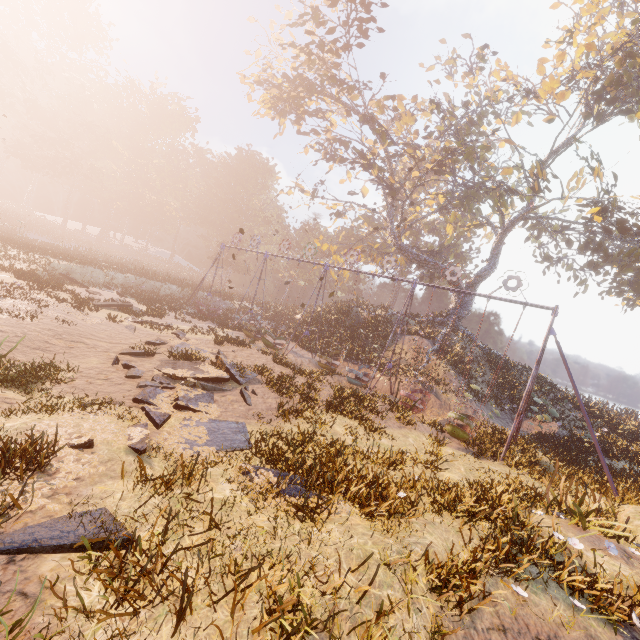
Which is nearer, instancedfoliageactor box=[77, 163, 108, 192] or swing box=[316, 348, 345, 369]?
swing box=[316, 348, 345, 369]

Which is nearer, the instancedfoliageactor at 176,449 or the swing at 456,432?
the instancedfoliageactor at 176,449

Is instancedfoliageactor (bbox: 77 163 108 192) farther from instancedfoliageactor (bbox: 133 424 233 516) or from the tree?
instancedfoliageactor (bbox: 133 424 233 516)

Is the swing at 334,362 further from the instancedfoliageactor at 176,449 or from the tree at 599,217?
the instancedfoliageactor at 176,449

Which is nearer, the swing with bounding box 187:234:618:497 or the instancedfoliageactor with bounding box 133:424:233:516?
the instancedfoliageactor with bounding box 133:424:233:516

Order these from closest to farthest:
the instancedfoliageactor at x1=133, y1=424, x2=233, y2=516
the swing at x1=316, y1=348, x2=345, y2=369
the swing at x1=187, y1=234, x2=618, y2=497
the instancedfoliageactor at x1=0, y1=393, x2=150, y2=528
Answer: the instancedfoliageactor at x1=0, y1=393, x2=150, y2=528 < the instancedfoliageactor at x1=133, y1=424, x2=233, y2=516 < the swing at x1=187, y1=234, x2=618, y2=497 < the swing at x1=316, y1=348, x2=345, y2=369

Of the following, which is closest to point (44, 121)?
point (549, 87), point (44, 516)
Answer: point (549, 87)

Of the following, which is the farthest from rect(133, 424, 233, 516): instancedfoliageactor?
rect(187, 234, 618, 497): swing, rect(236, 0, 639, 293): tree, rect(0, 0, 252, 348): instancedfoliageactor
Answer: rect(0, 0, 252, 348): instancedfoliageactor
